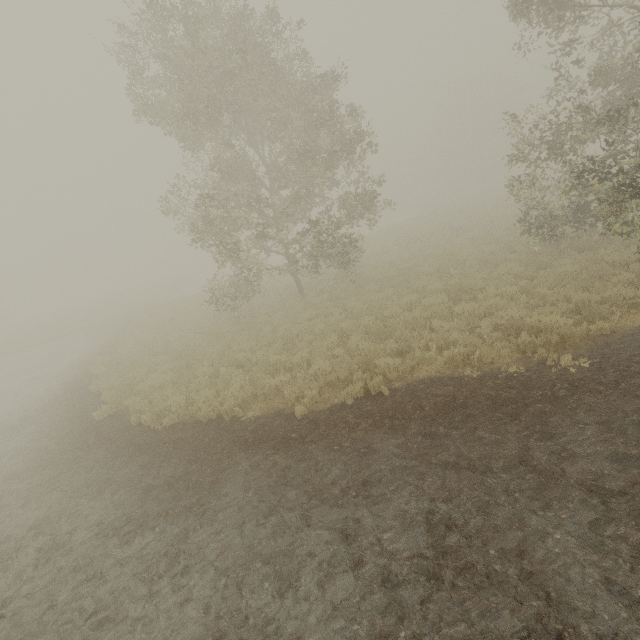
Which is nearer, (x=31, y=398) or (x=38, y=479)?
(x=38, y=479)
